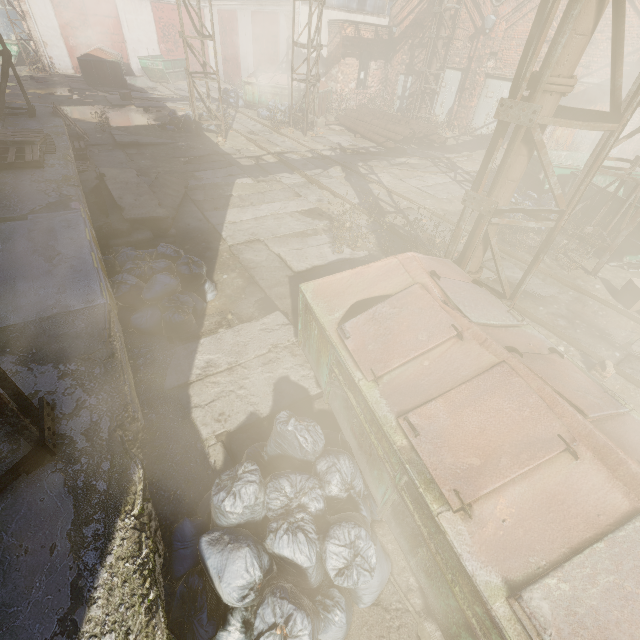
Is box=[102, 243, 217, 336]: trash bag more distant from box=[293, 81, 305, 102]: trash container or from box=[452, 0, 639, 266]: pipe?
box=[293, 81, 305, 102]: trash container

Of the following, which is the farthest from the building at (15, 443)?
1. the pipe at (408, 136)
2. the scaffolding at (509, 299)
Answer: the pipe at (408, 136)

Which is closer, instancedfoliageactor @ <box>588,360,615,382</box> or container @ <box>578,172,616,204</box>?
instancedfoliageactor @ <box>588,360,615,382</box>

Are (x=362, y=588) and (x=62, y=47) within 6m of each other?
no

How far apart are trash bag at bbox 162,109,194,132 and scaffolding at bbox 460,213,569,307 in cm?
1223

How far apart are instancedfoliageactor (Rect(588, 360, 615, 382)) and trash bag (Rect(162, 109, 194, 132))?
14.93m

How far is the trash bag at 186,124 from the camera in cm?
Answer: 1289

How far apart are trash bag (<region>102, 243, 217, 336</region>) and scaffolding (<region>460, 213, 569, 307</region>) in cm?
350
